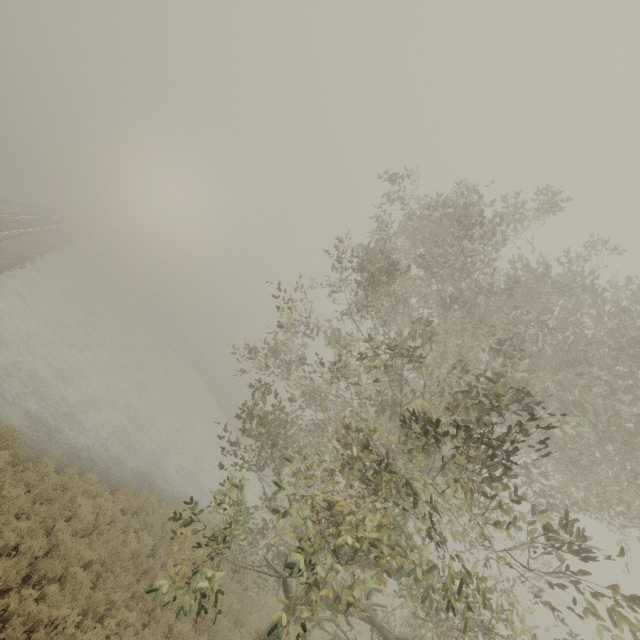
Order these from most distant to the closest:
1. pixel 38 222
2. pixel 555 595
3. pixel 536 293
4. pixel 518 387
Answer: pixel 38 222
pixel 555 595
pixel 536 293
pixel 518 387
